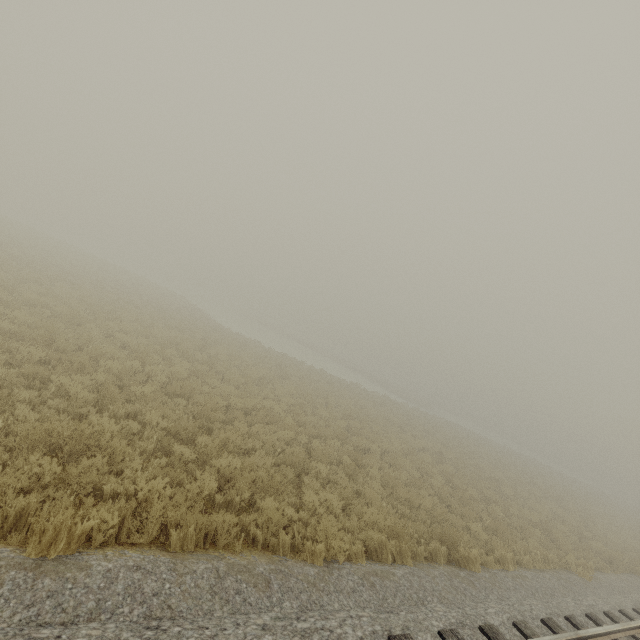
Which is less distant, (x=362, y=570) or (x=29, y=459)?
(x=29, y=459)
